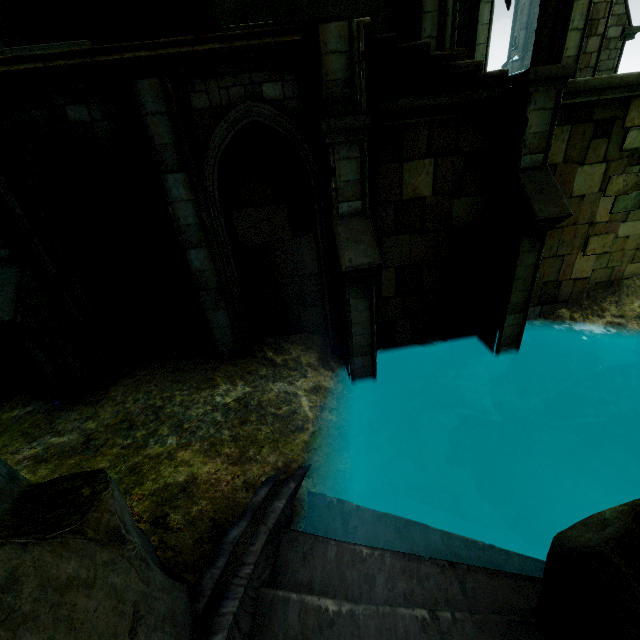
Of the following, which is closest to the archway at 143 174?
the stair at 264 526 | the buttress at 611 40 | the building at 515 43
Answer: the stair at 264 526

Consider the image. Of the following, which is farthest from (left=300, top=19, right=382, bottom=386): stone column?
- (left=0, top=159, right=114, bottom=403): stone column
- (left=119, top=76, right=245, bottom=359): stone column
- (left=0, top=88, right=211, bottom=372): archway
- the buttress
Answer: the buttress

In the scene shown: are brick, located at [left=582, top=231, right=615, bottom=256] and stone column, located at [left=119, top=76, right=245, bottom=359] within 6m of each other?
no

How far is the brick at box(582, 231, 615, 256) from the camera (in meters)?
7.31

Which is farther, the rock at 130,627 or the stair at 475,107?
the stair at 475,107

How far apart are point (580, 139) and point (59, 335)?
10.6 meters

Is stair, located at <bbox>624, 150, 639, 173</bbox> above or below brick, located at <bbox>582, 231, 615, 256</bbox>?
above

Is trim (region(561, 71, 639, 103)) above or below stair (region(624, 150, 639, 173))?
above
